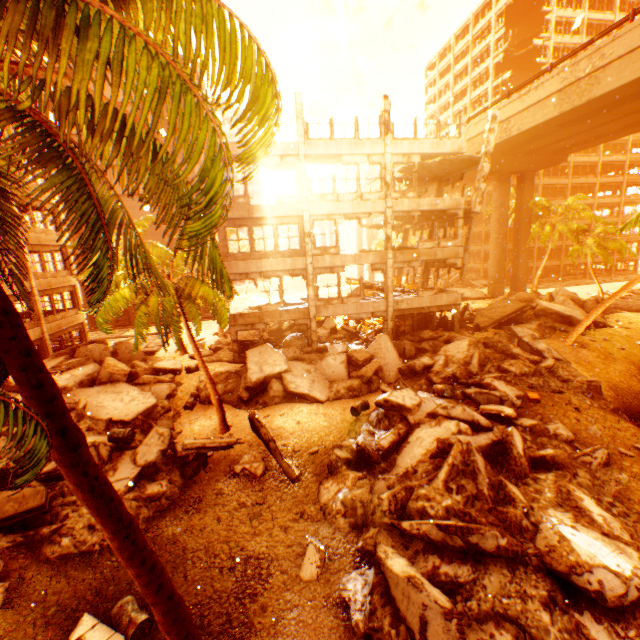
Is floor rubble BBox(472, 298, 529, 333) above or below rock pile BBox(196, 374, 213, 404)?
above

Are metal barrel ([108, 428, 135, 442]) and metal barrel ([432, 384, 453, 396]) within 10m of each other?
no

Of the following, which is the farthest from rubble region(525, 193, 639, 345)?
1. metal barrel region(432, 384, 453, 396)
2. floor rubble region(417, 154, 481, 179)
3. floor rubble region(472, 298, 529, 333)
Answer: floor rubble region(417, 154, 481, 179)

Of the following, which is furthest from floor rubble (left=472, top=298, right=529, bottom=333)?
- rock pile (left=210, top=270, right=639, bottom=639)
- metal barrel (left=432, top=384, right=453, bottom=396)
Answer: metal barrel (left=432, top=384, right=453, bottom=396)

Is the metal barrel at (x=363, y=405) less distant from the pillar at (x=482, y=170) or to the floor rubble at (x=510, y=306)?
the pillar at (x=482, y=170)

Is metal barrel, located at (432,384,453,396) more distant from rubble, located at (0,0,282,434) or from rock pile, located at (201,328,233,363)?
rubble, located at (0,0,282,434)

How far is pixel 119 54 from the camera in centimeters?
262cm

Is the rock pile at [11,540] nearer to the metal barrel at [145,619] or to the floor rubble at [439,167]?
the metal barrel at [145,619]
